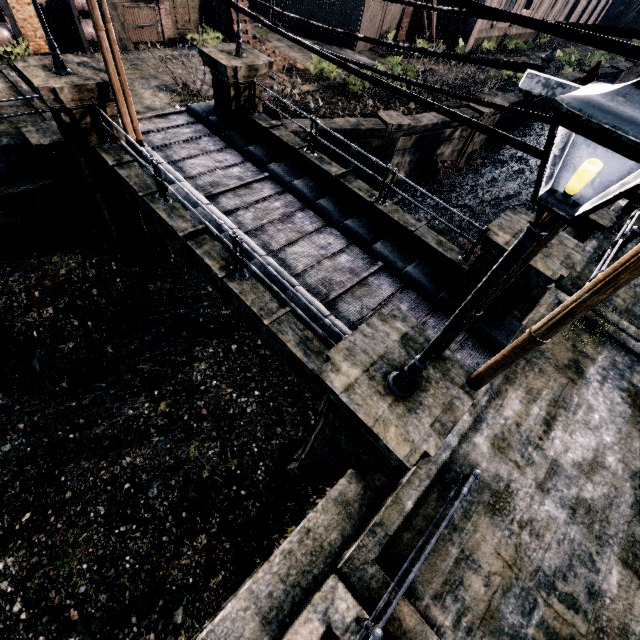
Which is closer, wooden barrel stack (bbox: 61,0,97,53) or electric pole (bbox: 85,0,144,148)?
electric pole (bbox: 85,0,144,148)

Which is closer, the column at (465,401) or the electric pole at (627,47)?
the electric pole at (627,47)

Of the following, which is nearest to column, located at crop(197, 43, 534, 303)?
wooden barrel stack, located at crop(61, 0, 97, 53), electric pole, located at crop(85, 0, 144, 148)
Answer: electric pole, located at crop(85, 0, 144, 148)

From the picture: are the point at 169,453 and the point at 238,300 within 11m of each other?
yes

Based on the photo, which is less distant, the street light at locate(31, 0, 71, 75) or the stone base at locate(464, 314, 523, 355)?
the street light at locate(31, 0, 71, 75)

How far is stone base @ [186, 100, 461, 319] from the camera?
10.24m

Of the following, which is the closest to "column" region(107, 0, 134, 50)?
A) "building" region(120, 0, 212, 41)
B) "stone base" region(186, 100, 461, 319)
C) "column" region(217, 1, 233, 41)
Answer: "building" region(120, 0, 212, 41)

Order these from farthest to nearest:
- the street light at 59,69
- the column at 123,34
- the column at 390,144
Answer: the column at 390,144 < the column at 123,34 < the street light at 59,69
